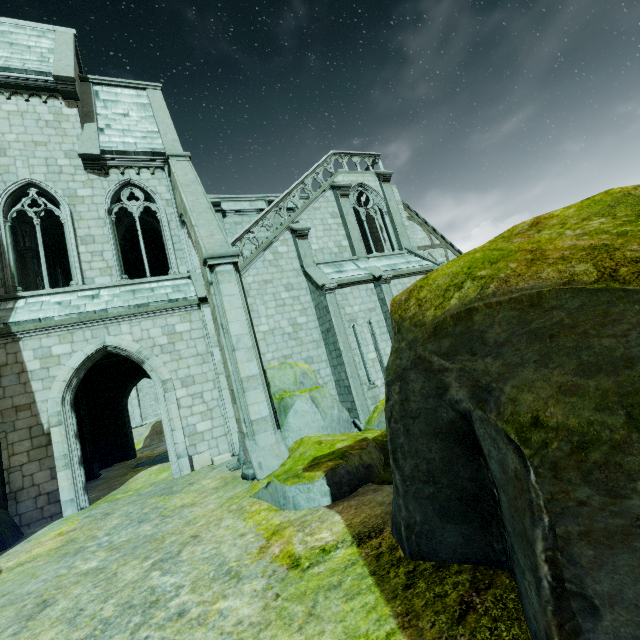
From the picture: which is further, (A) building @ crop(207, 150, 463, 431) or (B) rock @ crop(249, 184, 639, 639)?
(A) building @ crop(207, 150, 463, 431)

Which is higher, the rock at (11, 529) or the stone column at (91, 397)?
the stone column at (91, 397)

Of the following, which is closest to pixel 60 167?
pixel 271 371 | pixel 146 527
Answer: pixel 271 371

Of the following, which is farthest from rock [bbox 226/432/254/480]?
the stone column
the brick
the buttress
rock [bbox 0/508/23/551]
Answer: the stone column

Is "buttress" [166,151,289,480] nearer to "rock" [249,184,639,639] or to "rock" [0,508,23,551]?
→ "rock" [249,184,639,639]

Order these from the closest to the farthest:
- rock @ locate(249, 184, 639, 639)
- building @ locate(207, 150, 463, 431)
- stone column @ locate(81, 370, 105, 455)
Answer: rock @ locate(249, 184, 639, 639) → building @ locate(207, 150, 463, 431) → stone column @ locate(81, 370, 105, 455)

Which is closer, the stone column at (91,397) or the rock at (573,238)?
the rock at (573,238)

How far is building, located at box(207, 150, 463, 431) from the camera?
14.46m
